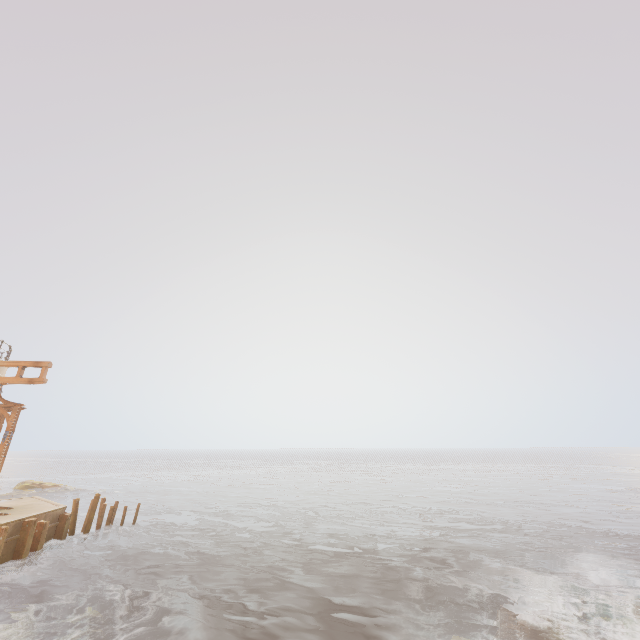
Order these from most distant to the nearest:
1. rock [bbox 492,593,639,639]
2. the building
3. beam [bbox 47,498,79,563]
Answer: beam [bbox 47,498,79,563] < the building < rock [bbox 492,593,639,639]

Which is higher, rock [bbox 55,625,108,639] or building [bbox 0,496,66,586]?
building [bbox 0,496,66,586]

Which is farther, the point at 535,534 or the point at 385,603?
the point at 535,534

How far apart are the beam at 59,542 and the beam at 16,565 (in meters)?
2.19

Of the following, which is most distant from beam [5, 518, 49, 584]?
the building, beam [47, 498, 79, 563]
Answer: beam [47, 498, 79, 563]

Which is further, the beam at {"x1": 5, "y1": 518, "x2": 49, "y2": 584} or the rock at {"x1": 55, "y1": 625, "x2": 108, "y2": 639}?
the beam at {"x1": 5, "y1": 518, "x2": 49, "y2": 584}

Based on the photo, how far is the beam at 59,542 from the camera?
15.95m
